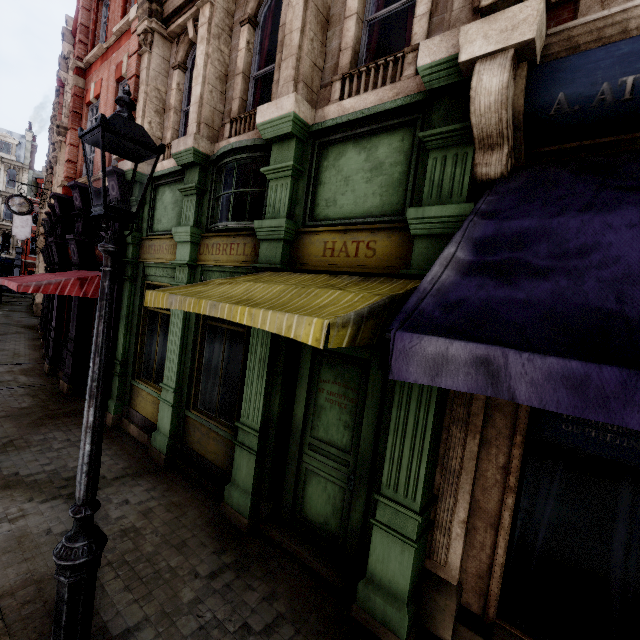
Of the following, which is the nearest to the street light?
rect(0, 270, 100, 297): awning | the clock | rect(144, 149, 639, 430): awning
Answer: rect(144, 149, 639, 430): awning

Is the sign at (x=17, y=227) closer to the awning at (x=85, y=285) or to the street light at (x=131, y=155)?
the awning at (x=85, y=285)

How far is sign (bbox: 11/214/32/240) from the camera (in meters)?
26.60

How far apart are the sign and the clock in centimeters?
1478cm

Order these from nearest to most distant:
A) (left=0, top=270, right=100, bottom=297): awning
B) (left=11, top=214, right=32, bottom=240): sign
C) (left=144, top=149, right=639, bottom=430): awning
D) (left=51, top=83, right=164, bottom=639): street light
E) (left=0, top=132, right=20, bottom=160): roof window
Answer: (left=144, top=149, right=639, bottom=430): awning
(left=51, top=83, right=164, bottom=639): street light
(left=0, top=270, right=100, bottom=297): awning
(left=11, top=214, right=32, bottom=240): sign
(left=0, top=132, right=20, bottom=160): roof window

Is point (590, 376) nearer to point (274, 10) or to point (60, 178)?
point (274, 10)

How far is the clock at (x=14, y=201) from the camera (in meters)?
15.67

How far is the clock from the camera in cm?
1567
